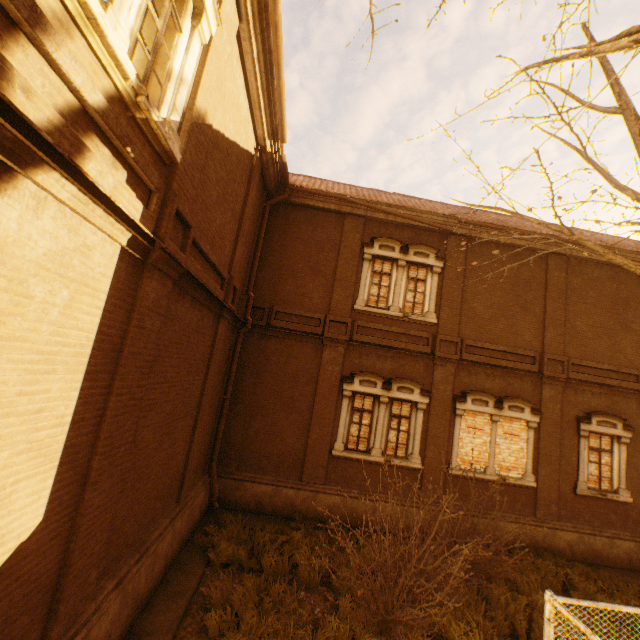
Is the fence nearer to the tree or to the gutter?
the tree

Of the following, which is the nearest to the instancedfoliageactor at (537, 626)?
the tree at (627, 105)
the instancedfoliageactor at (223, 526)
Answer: the tree at (627, 105)

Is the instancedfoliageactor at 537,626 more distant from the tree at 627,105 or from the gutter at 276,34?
the gutter at 276,34

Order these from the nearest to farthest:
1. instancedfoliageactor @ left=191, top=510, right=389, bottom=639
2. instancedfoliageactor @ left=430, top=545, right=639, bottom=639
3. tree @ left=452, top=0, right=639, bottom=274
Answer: Result: tree @ left=452, top=0, right=639, bottom=274 < instancedfoliageactor @ left=191, top=510, right=389, bottom=639 < instancedfoliageactor @ left=430, top=545, right=639, bottom=639

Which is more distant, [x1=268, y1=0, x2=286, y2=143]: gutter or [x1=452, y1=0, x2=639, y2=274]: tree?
[x1=268, y1=0, x2=286, y2=143]: gutter

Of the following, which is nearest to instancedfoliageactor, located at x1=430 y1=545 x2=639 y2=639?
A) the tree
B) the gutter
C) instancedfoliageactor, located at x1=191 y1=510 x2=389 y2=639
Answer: the tree

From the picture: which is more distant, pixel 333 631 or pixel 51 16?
pixel 333 631

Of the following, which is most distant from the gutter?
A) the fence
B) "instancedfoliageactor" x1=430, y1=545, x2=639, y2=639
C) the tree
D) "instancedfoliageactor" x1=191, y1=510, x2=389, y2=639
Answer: "instancedfoliageactor" x1=430, y1=545, x2=639, y2=639
